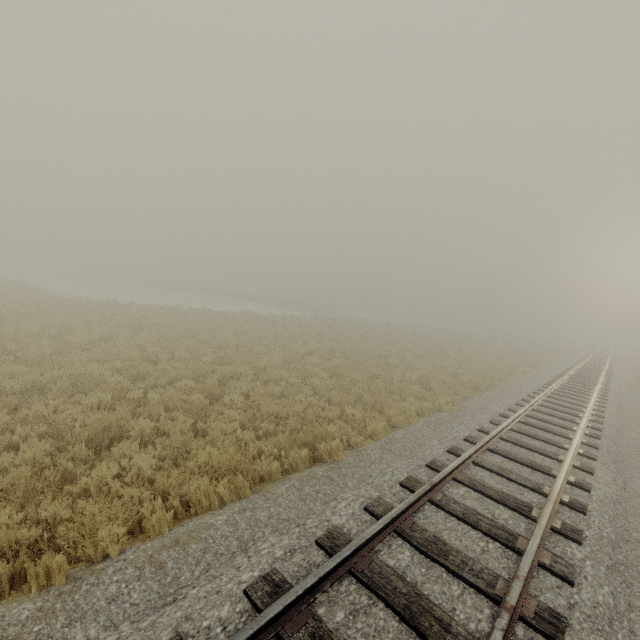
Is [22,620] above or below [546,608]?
below
